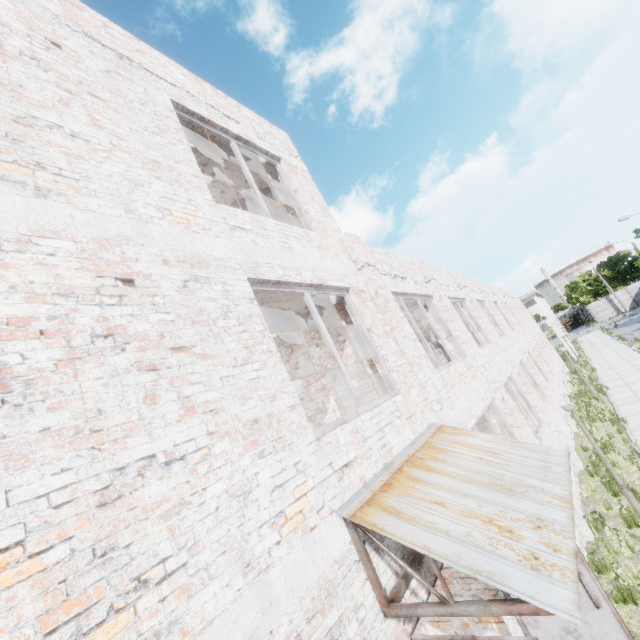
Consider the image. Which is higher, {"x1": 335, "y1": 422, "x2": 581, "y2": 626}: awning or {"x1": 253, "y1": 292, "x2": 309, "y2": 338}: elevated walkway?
{"x1": 253, "y1": 292, "x2": 309, "y2": 338}: elevated walkway

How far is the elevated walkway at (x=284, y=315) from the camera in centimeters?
583cm

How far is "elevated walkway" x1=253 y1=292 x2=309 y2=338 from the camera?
5.8 meters

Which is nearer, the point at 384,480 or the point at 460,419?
the point at 384,480

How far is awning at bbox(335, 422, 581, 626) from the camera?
2.5 meters

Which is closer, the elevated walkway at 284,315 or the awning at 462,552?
the awning at 462,552

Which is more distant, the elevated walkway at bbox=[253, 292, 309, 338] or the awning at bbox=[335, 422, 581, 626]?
the elevated walkway at bbox=[253, 292, 309, 338]
